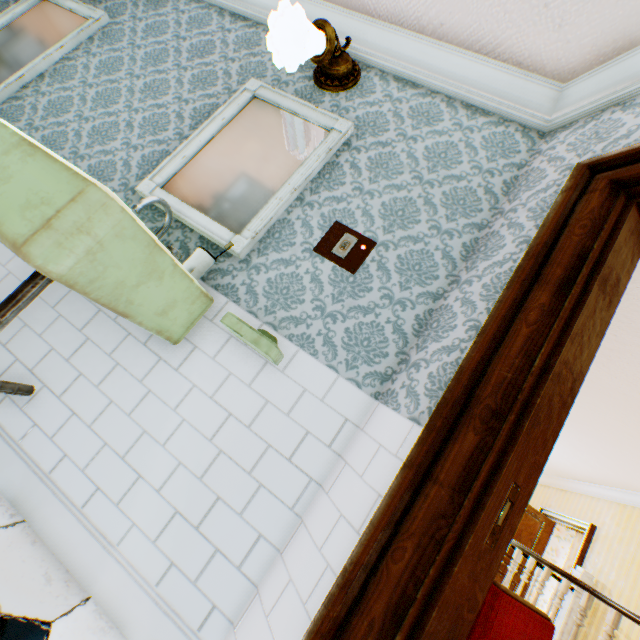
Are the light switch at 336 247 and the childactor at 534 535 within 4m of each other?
no

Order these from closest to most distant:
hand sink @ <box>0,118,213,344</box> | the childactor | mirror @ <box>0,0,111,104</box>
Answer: hand sink @ <box>0,118,213,344</box> < mirror @ <box>0,0,111,104</box> < the childactor

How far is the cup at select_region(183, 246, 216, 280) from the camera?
1.4m

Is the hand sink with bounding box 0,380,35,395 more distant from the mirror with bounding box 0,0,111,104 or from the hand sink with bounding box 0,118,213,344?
the mirror with bounding box 0,0,111,104

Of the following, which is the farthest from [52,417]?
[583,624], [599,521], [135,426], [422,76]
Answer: [599,521]

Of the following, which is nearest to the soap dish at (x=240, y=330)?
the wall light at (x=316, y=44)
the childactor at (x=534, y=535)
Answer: the wall light at (x=316, y=44)

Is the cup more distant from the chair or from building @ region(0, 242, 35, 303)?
the chair

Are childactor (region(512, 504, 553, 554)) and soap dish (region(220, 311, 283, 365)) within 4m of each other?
no
